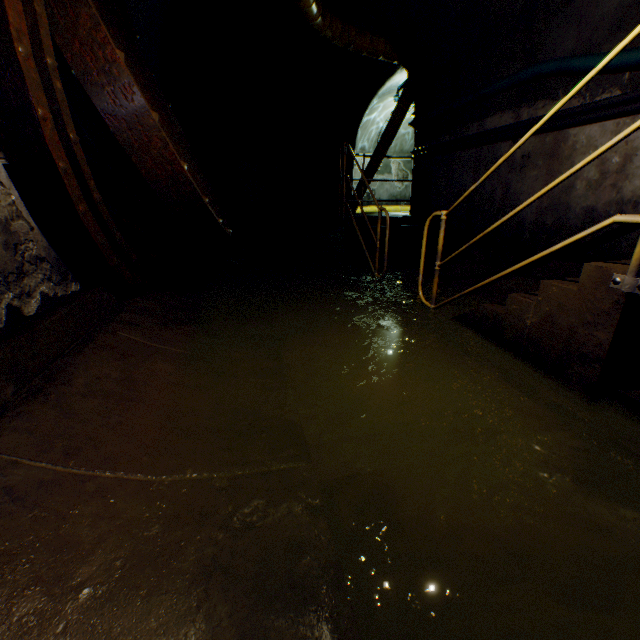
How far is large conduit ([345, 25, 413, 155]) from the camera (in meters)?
7.01

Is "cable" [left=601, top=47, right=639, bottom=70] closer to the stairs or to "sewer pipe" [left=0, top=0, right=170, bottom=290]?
the stairs

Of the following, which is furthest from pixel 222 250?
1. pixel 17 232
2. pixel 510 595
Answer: pixel 510 595

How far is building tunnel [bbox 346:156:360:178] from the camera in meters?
10.3

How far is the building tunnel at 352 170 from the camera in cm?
1034

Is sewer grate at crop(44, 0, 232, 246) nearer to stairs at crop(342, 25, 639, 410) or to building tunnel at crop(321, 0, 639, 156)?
building tunnel at crop(321, 0, 639, 156)

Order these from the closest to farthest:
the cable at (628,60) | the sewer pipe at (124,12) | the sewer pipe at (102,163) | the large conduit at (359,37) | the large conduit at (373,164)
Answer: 1. the sewer pipe at (102,163)
2. the cable at (628,60)
3. the sewer pipe at (124,12)
4. the large conduit at (359,37)
5. the large conduit at (373,164)

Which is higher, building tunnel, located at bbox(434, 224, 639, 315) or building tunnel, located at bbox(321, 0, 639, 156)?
building tunnel, located at bbox(321, 0, 639, 156)
